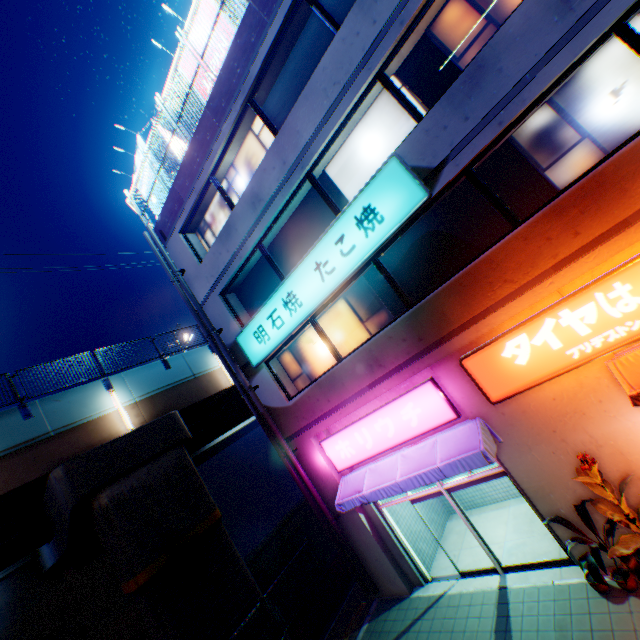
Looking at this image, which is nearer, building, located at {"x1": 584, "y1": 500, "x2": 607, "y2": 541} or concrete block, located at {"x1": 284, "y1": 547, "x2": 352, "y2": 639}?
building, located at {"x1": 584, "y1": 500, "x2": 607, "y2": 541}

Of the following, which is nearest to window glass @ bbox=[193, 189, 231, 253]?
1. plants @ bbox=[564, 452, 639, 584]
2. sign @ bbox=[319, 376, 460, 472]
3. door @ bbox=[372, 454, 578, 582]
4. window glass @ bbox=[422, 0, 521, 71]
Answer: window glass @ bbox=[422, 0, 521, 71]

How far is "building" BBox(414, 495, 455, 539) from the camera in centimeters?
1120cm

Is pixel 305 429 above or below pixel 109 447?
below

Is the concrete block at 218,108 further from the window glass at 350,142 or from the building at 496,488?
the window glass at 350,142

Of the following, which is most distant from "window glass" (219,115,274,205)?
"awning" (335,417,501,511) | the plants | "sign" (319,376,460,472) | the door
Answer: the plants

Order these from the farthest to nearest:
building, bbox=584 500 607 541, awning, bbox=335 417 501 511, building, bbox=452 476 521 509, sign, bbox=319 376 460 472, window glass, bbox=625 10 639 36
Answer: building, bbox=452 476 521 509 → sign, bbox=319 376 460 472 → awning, bbox=335 417 501 511 → building, bbox=584 500 607 541 → window glass, bbox=625 10 639 36

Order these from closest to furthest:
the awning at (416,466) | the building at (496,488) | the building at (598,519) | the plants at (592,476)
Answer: the plants at (592,476), the building at (598,519), the awning at (416,466), the building at (496,488)
